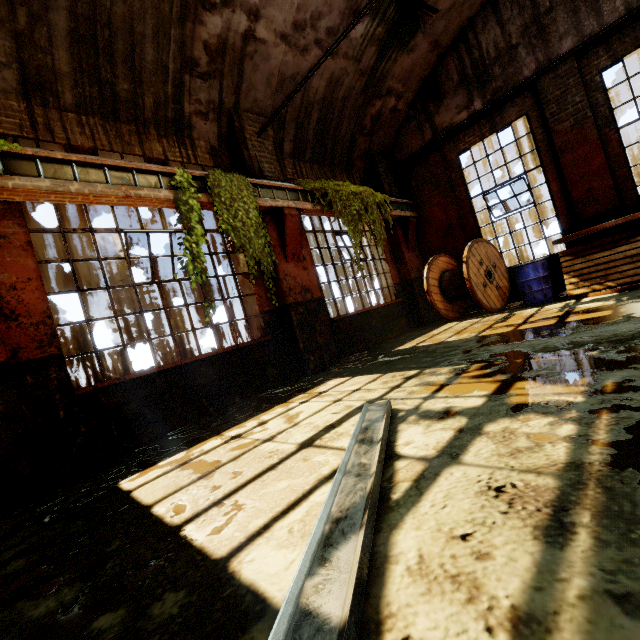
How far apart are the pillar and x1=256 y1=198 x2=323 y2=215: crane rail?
5.4m

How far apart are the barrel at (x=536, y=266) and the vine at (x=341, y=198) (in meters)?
2.96

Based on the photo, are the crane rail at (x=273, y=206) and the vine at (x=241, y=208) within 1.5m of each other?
yes

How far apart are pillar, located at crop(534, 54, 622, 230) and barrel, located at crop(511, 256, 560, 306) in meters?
1.2 m

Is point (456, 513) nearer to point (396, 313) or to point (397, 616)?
point (397, 616)

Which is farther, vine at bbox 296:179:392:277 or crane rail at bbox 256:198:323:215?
vine at bbox 296:179:392:277

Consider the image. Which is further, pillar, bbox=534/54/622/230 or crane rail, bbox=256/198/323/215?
pillar, bbox=534/54/622/230

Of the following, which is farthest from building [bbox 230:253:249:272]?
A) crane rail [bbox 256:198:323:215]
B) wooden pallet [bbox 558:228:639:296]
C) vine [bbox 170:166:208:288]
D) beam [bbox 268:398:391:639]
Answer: wooden pallet [bbox 558:228:639:296]
